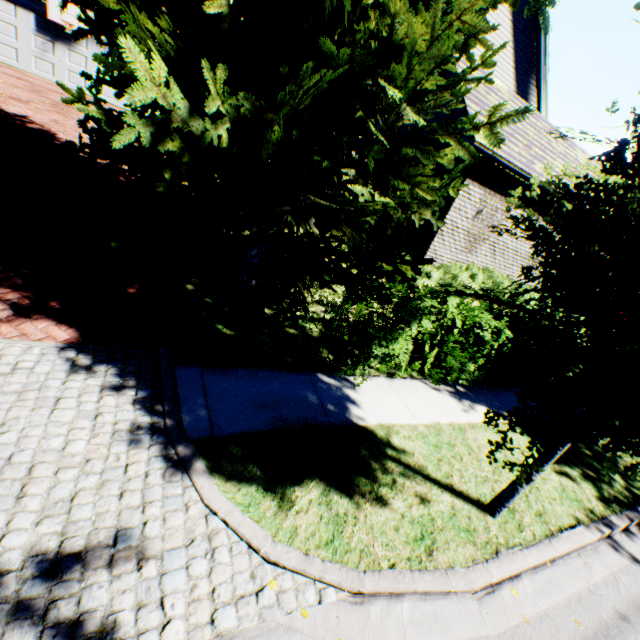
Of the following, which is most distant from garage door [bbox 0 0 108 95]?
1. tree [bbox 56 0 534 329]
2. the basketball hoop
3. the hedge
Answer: tree [bbox 56 0 534 329]

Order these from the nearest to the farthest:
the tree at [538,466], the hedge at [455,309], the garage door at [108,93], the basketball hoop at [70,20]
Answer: the tree at [538,466], the hedge at [455,309], the basketball hoop at [70,20], the garage door at [108,93]

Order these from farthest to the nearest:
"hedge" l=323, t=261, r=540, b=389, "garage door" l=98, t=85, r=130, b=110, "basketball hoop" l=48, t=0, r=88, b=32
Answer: "garage door" l=98, t=85, r=130, b=110, "basketball hoop" l=48, t=0, r=88, b=32, "hedge" l=323, t=261, r=540, b=389

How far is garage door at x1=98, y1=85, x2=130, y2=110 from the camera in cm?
1814

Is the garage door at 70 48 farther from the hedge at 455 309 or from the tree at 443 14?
the tree at 443 14

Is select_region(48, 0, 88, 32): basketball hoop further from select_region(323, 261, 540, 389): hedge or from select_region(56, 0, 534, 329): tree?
select_region(323, 261, 540, 389): hedge

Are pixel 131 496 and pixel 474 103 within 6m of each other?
no

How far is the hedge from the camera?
5.23m
